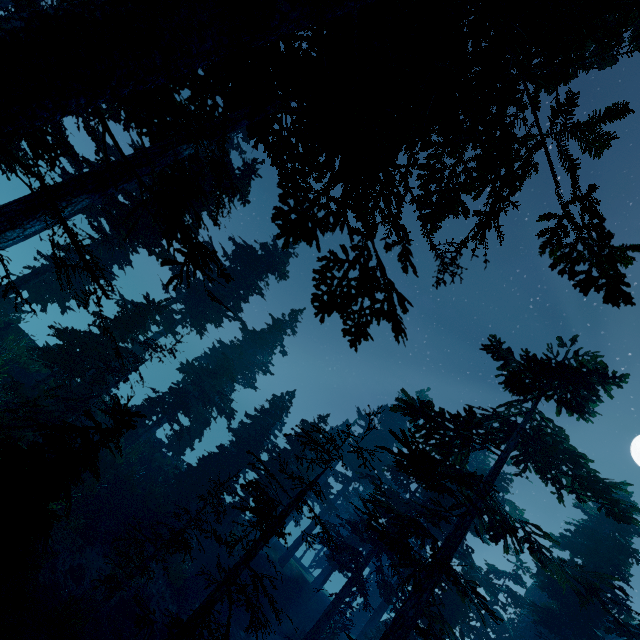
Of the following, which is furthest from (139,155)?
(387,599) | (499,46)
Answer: (387,599)
